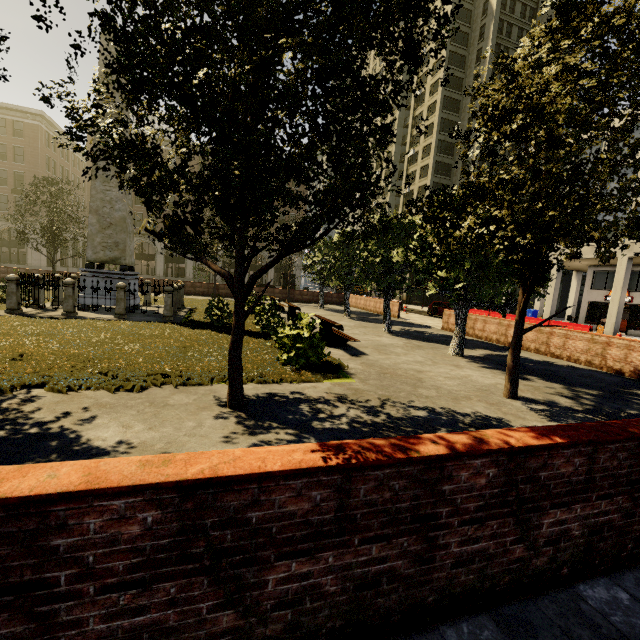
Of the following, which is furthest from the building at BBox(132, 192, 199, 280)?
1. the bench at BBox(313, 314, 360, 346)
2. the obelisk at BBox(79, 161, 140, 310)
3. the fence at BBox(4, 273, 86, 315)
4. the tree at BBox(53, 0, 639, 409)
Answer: the obelisk at BBox(79, 161, 140, 310)

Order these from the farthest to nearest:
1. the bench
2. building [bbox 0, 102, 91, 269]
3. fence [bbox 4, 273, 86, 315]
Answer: building [bbox 0, 102, 91, 269], fence [bbox 4, 273, 86, 315], the bench

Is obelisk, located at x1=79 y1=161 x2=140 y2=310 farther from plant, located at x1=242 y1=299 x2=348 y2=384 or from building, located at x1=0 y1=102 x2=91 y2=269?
building, located at x1=0 y1=102 x2=91 y2=269

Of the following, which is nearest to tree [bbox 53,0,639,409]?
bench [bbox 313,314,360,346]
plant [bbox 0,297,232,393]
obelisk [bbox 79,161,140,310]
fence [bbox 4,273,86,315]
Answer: plant [bbox 0,297,232,393]

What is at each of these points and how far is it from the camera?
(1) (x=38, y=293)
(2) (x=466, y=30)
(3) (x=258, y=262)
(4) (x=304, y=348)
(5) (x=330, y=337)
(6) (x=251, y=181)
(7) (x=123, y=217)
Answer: (1) fence, 11.8m
(2) building, 45.9m
(3) building, 56.5m
(4) plant, 7.8m
(5) bench, 11.1m
(6) tree, 4.3m
(7) obelisk, 13.8m

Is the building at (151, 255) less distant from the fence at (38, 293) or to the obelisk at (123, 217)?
the fence at (38, 293)

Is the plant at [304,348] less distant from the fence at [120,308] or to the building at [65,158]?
the fence at [120,308]

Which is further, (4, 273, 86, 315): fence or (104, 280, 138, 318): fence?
(104, 280, 138, 318): fence
